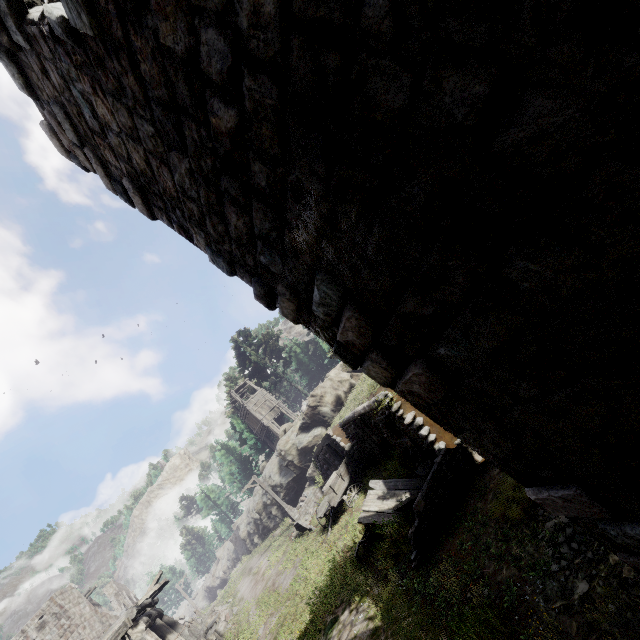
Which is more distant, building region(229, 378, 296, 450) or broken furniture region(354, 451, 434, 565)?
building region(229, 378, 296, 450)

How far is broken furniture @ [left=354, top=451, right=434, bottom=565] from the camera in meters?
9.2 m

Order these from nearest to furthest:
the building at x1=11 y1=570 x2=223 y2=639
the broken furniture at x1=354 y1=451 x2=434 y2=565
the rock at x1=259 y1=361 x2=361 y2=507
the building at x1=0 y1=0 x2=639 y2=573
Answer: the building at x1=0 y1=0 x2=639 y2=573 → the broken furniture at x1=354 y1=451 x2=434 y2=565 → the building at x1=11 y1=570 x2=223 y2=639 → the rock at x1=259 y1=361 x2=361 y2=507

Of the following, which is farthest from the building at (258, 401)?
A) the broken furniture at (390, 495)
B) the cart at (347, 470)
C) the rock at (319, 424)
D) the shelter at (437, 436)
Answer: the cart at (347, 470)

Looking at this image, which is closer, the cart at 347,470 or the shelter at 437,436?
the shelter at 437,436

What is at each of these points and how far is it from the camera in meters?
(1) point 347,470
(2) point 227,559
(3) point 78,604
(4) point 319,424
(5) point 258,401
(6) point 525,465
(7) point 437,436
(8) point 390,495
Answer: (1) cart, 16.9
(2) rock, 50.2
(3) building, 22.5
(4) rock, 28.8
(5) building, 38.9
(6) building, 3.0
(7) shelter, 9.3
(8) broken furniture, 10.6

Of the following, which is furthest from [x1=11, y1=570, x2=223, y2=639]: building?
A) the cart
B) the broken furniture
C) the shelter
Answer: the cart

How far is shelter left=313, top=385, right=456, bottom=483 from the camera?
9.4m
